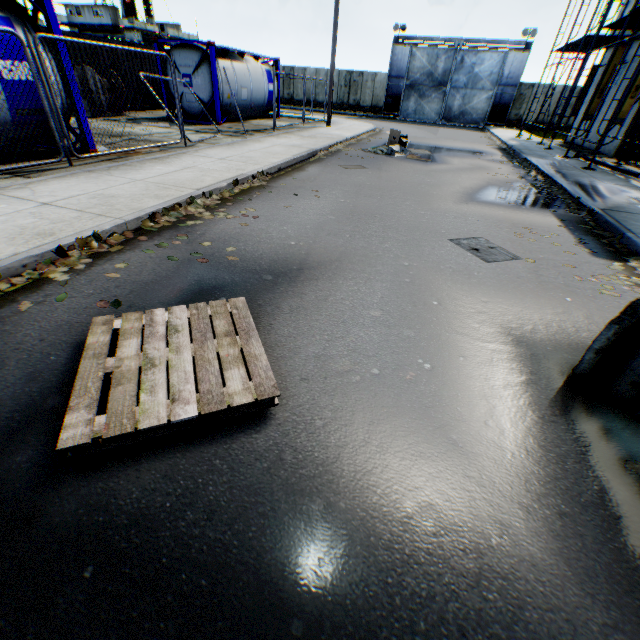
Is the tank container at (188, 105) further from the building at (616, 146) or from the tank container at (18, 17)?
the building at (616, 146)

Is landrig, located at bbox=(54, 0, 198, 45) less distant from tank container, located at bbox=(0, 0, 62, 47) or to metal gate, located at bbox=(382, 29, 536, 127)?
metal gate, located at bbox=(382, 29, 536, 127)

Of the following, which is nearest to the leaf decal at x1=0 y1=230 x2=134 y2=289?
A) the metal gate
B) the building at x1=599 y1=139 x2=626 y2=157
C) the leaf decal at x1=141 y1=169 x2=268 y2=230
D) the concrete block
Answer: the leaf decal at x1=141 y1=169 x2=268 y2=230

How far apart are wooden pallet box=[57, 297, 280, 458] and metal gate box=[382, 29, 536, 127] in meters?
36.2

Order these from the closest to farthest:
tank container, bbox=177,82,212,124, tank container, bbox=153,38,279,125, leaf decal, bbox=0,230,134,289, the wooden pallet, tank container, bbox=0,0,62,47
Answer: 1. the wooden pallet
2. leaf decal, bbox=0,230,134,289
3. tank container, bbox=0,0,62,47
4. tank container, bbox=153,38,279,125
5. tank container, bbox=177,82,212,124

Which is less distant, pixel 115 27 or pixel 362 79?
pixel 362 79

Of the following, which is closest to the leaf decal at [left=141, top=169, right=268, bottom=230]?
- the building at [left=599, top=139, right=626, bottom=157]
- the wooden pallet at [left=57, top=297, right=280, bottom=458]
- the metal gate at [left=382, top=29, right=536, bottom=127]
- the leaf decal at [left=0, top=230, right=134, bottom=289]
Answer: the leaf decal at [left=0, top=230, right=134, bottom=289]

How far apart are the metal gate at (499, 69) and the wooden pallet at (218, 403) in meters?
36.2 m
